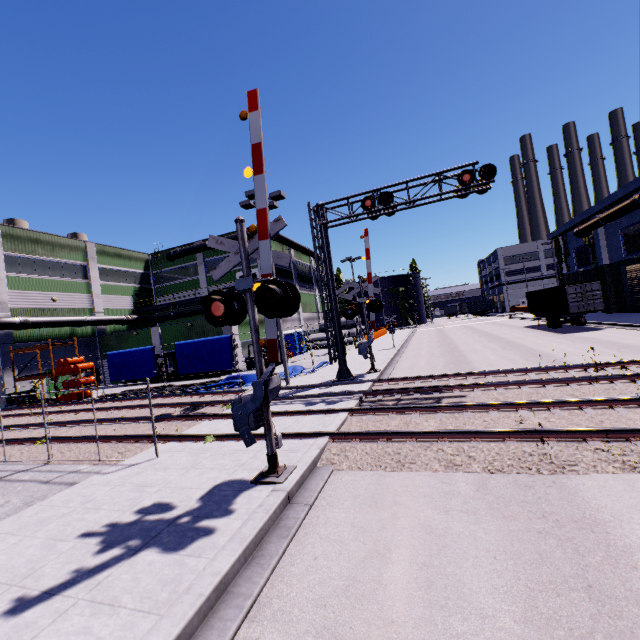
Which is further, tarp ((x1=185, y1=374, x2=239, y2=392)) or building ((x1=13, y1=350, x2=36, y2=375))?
building ((x1=13, y1=350, x2=36, y2=375))

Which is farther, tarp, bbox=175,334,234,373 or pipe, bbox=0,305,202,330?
pipe, bbox=0,305,202,330

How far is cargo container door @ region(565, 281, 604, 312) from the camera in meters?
23.9 m

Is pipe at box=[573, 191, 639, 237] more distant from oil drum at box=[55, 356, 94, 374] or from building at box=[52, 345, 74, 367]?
oil drum at box=[55, 356, 94, 374]

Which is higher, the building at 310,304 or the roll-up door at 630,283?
the building at 310,304

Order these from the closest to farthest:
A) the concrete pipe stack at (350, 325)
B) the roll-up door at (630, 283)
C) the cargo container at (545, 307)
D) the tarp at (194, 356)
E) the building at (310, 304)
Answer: the tarp at (194, 356) → the cargo container at (545, 307) → the roll-up door at (630, 283) → the building at (310, 304) → the concrete pipe stack at (350, 325)

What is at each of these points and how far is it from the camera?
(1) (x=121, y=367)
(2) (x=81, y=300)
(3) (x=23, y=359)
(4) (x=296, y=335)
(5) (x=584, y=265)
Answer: (1) tarp, 20.98m
(2) building, 32.09m
(3) building, 26.89m
(4) portable restroom, 36.50m
(5) building, 36.78m

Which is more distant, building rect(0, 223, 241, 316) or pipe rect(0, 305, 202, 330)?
building rect(0, 223, 241, 316)
